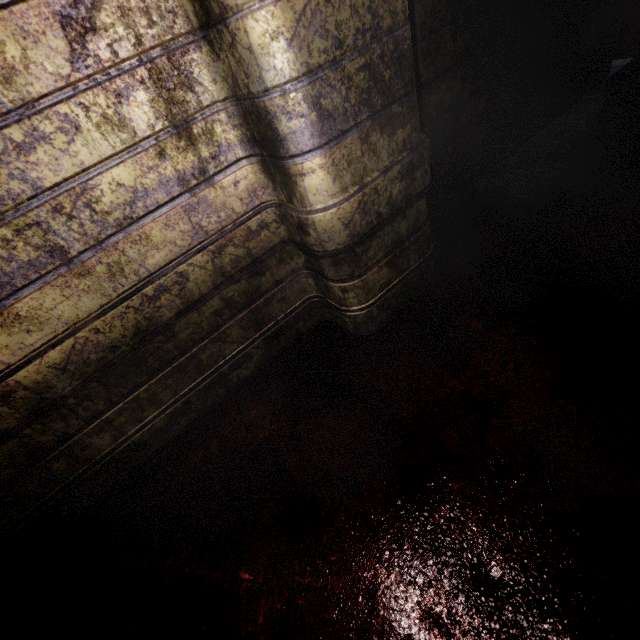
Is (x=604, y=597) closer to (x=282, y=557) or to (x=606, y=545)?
(x=606, y=545)
